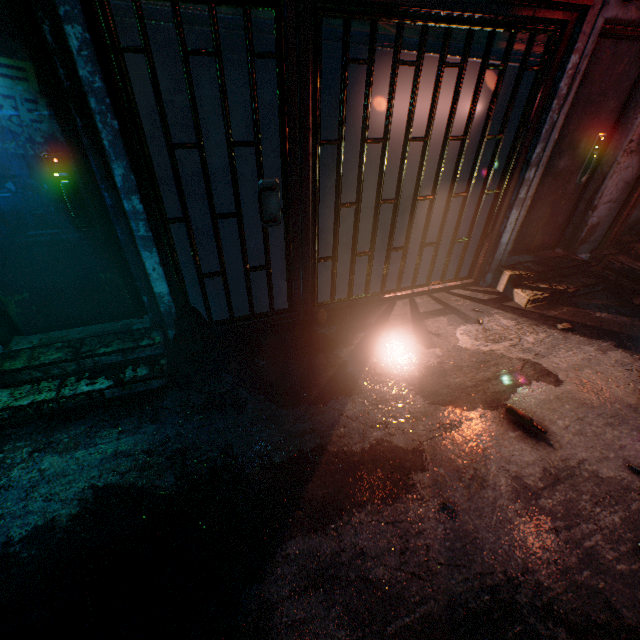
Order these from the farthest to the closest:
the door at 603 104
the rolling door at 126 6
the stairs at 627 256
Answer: the stairs at 627 256, the door at 603 104, the rolling door at 126 6

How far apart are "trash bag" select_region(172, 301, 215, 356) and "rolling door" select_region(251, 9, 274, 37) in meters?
1.8 m

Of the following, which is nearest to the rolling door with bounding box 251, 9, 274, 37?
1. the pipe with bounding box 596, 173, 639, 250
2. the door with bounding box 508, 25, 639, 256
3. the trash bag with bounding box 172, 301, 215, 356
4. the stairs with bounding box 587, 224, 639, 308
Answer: the trash bag with bounding box 172, 301, 215, 356

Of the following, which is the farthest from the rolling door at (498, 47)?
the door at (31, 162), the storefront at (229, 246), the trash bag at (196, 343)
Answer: the trash bag at (196, 343)

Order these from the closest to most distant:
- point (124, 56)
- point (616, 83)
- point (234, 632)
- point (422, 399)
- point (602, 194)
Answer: point (234, 632)
point (124, 56)
point (422, 399)
point (616, 83)
point (602, 194)

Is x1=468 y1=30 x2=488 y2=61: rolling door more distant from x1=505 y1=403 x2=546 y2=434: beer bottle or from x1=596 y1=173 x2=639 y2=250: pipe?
x1=505 y1=403 x2=546 y2=434: beer bottle

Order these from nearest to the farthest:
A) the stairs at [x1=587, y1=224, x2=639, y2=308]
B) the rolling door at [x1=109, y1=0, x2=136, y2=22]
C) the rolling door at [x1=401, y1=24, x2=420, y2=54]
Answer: the rolling door at [x1=109, y1=0, x2=136, y2=22] → the rolling door at [x1=401, y1=24, x2=420, y2=54] → the stairs at [x1=587, y1=224, x2=639, y2=308]

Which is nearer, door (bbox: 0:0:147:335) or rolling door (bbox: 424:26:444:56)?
door (bbox: 0:0:147:335)
